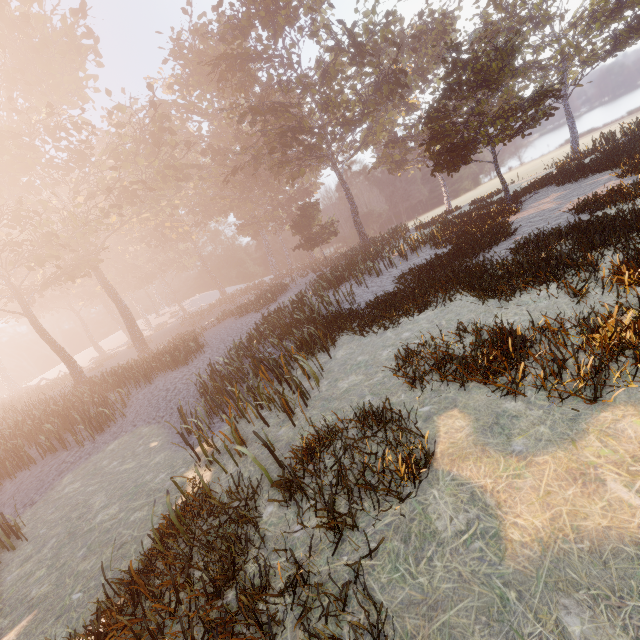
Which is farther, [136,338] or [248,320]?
[136,338]
